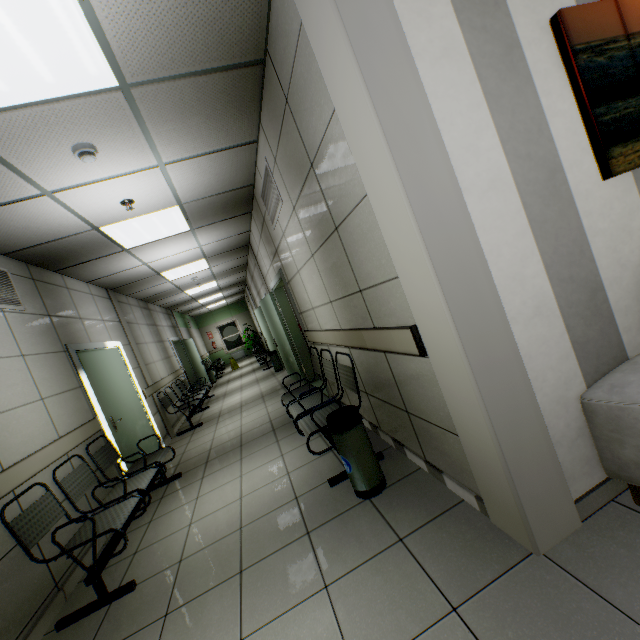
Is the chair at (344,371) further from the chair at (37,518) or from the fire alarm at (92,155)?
the fire alarm at (92,155)

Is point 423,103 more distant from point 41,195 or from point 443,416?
point 41,195

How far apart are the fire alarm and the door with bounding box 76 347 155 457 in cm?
285

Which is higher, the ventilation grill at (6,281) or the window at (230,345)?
the ventilation grill at (6,281)

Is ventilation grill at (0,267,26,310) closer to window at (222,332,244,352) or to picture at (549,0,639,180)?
picture at (549,0,639,180)

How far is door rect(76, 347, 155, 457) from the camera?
4.43m

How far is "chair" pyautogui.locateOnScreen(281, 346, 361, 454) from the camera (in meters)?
2.80

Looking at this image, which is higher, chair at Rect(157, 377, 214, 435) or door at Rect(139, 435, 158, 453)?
chair at Rect(157, 377, 214, 435)
